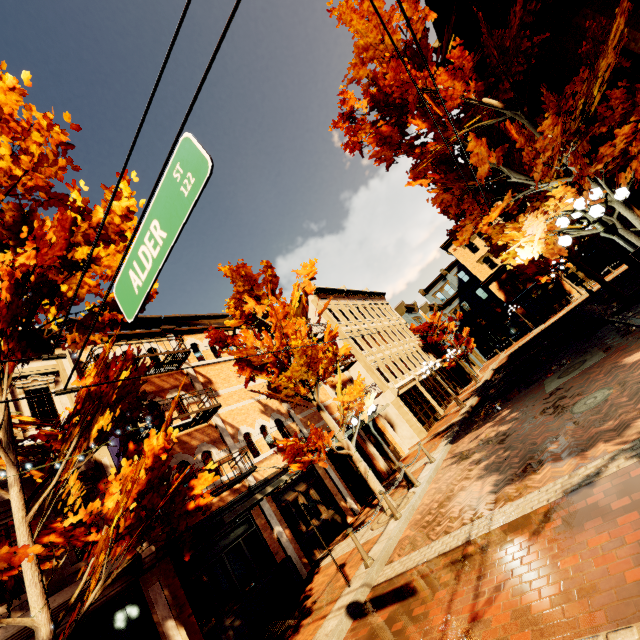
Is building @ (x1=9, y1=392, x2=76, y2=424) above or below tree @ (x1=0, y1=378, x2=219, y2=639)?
above

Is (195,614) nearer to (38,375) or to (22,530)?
(22,530)

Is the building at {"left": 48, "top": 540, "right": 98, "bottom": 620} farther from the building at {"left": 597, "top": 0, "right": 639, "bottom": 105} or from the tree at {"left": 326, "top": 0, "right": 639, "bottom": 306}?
the building at {"left": 597, "top": 0, "right": 639, "bottom": 105}

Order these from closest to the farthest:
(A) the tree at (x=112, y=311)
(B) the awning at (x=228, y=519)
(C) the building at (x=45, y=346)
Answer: (A) the tree at (x=112, y=311) < (B) the awning at (x=228, y=519) < (C) the building at (x=45, y=346)

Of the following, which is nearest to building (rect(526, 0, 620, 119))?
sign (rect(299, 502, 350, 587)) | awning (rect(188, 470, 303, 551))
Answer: sign (rect(299, 502, 350, 587))

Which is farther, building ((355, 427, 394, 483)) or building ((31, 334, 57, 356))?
building ((355, 427, 394, 483))

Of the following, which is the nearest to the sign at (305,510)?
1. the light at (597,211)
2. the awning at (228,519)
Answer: the awning at (228,519)

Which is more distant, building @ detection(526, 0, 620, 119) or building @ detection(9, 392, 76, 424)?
building @ detection(9, 392, 76, 424)
